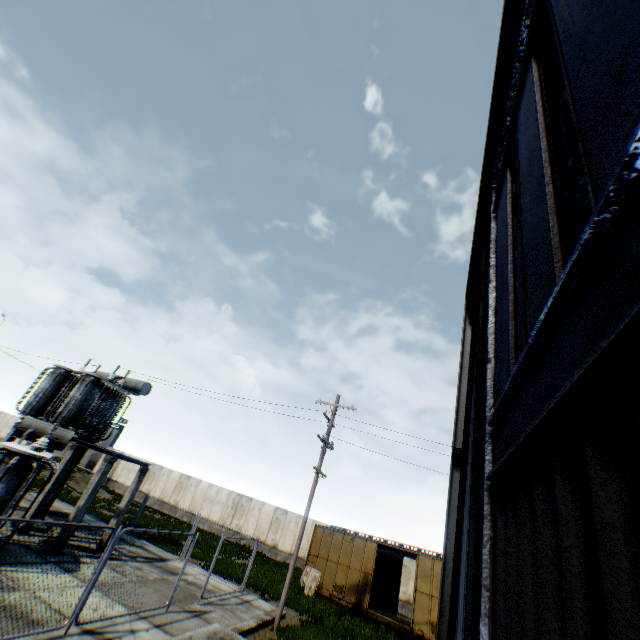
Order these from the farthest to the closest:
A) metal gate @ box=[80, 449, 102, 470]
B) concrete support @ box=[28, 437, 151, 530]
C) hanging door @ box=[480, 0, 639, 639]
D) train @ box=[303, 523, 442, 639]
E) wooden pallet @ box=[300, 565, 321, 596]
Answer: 1. metal gate @ box=[80, 449, 102, 470]
2. wooden pallet @ box=[300, 565, 321, 596]
3. train @ box=[303, 523, 442, 639]
4. concrete support @ box=[28, 437, 151, 530]
5. hanging door @ box=[480, 0, 639, 639]

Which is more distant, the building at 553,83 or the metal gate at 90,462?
the metal gate at 90,462

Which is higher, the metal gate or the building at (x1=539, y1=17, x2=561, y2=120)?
the building at (x1=539, y1=17, x2=561, y2=120)

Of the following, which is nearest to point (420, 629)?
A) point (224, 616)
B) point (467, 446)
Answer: point (224, 616)

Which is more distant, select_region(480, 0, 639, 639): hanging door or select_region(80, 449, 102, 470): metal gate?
select_region(80, 449, 102, 470): metal gate

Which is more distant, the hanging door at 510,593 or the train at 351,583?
the train at 351,583

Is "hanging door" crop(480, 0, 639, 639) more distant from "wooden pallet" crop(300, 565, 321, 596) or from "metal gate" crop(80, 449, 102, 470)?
"metal gate" crop(80, 449, 102, 470)

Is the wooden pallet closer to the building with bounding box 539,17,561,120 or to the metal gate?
the building with bounding box 539,17,561,120
